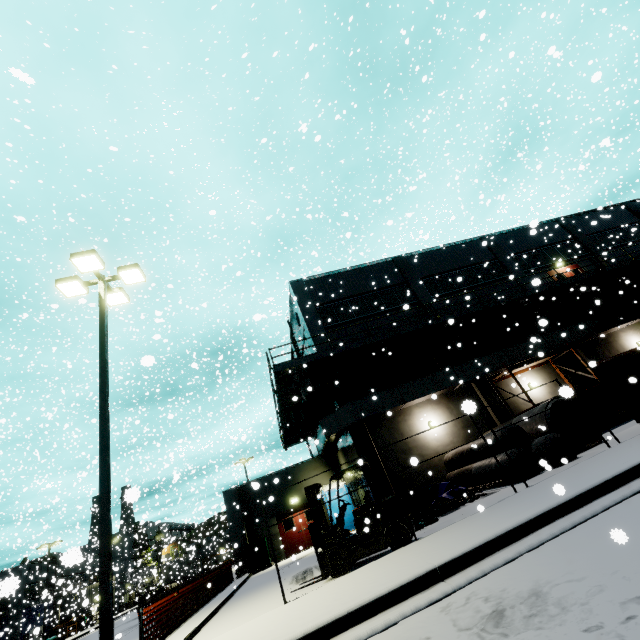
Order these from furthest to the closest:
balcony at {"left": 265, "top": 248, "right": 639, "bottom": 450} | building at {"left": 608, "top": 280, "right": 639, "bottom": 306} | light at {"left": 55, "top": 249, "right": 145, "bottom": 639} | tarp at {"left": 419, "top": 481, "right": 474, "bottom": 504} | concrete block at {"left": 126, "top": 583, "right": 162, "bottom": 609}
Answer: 1. concrete block at {"left": 126, "top": 583, "right": 162, "bottom": 609}
2. building at {"left": 608, "top": 280, "right": 639, "bottom": 306}
3. balcony at {"left": 265, "top": 248, "right": 639, "bottom": 450}
4. tarp at {"left": 419, "top": 481, "right": 474, "bottom": 504}
5. light at {"left": 55, "top": 249, "right": 145, "bottom": 639}

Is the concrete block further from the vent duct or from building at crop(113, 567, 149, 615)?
the vent duct

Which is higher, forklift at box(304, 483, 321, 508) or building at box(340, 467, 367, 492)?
building at box(340, 467, 367, 492)

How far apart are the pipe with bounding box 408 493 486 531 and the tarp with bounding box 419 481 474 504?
0.07m

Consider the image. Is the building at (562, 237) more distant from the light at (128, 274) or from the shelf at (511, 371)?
the light at (128, 274)

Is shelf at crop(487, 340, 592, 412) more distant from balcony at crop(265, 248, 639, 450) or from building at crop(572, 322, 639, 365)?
balcony at crop(265, 248, 639, 450)

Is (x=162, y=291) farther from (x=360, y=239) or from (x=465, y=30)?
(x=465, y=30)

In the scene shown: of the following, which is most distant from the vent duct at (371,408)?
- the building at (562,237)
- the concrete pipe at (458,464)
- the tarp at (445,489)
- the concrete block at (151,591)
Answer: the concrete block at (151,591)
